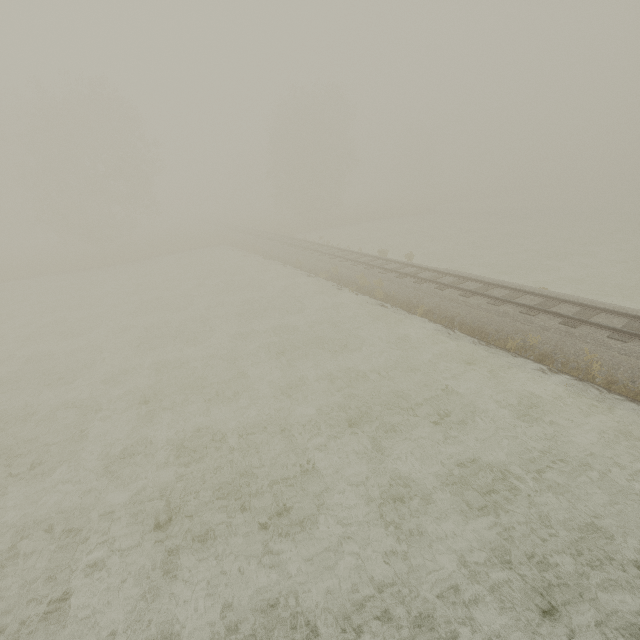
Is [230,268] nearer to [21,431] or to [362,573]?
[21,431]
